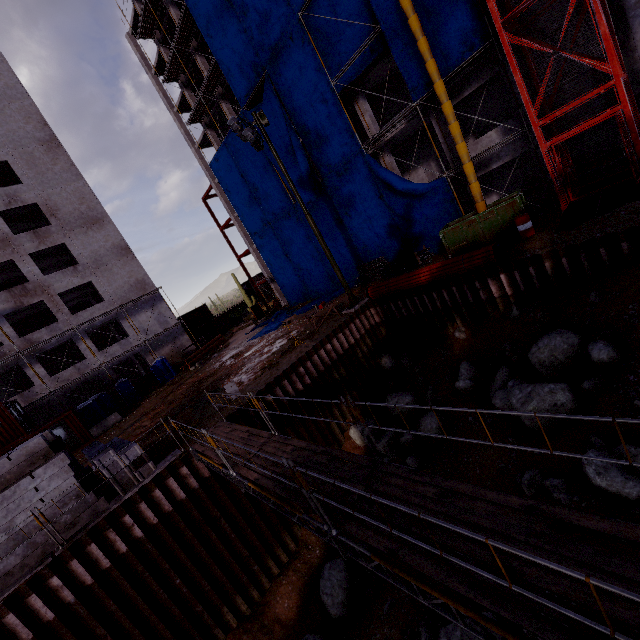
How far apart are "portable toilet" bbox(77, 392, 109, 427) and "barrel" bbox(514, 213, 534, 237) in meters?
30.4 m

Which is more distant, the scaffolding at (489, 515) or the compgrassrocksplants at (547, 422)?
the compgrassrocksplants at (547, 422)

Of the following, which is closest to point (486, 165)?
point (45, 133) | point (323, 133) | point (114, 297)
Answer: point (323, 133)

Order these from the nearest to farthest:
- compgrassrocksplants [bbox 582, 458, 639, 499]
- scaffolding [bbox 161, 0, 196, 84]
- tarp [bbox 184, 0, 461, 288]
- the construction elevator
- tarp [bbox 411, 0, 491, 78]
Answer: compgrassrocksplants [bbox 582, 458, 639, 499]
the construction elevator
tarp [bbox 411, 0, 491, 78]
tarp [bbox 184, 0, 461, 288]
scaffolding [bbox 161, 0, 196, 84]

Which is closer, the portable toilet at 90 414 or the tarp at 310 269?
the portable toilet at 90 414

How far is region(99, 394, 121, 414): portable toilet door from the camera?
26.5 meters

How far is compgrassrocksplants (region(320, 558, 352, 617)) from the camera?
10.1 meters

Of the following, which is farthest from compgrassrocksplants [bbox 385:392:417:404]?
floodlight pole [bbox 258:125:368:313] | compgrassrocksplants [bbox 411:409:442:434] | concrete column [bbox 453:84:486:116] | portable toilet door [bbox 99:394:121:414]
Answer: portable toilet door [bbox 99:394:121:414]
